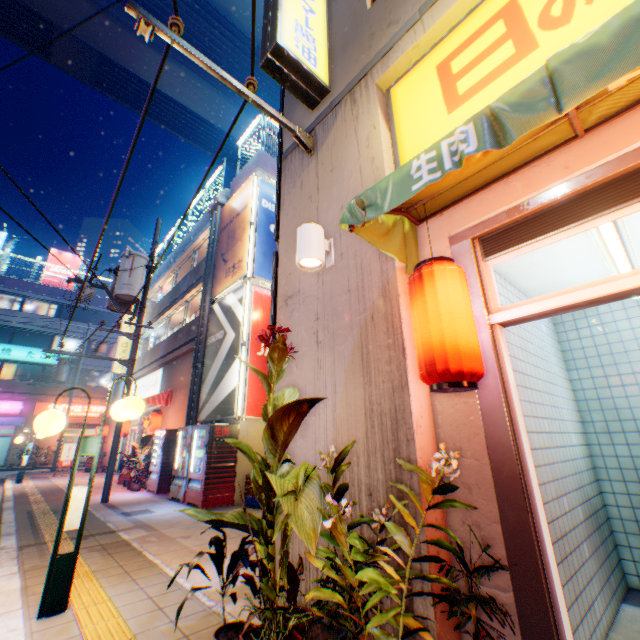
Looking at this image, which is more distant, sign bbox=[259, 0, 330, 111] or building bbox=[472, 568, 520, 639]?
sign bbox=[259, 0, 330, 111]

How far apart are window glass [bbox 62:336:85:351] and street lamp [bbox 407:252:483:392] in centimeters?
3737cm

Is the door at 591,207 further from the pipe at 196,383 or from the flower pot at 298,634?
the pipe at 196,383

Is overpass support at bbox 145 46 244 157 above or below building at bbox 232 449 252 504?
above

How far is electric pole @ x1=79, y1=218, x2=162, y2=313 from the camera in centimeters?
1041cm

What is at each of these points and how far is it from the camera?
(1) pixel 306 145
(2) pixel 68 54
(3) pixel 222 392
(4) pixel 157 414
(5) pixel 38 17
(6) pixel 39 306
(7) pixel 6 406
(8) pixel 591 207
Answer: (1) electric pole, 4.3m
(2) overpass support, 21.1m
(3) billboard, 10.2m
(4) street lamp, 13.2m
(5) overpass support, 19.5m
(6) window glass, 30.0m
(7) sign, 26.4m
(8) door, 2.1m

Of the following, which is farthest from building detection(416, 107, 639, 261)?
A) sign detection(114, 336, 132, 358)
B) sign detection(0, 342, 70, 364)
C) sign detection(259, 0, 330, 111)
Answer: sign detection(0, 342, 70, 364)

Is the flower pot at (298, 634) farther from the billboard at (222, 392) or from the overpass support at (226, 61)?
the overpass support at (226, 61)
